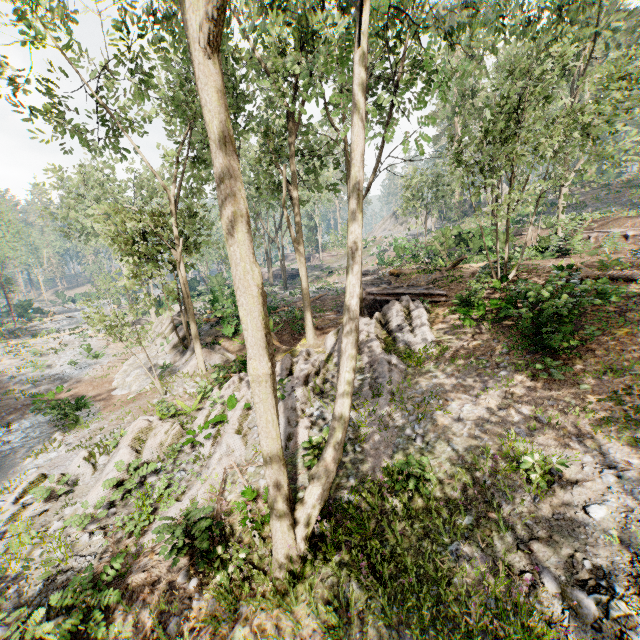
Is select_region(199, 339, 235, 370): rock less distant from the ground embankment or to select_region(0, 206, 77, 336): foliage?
select_region(0, 206, 77, 336): foliage

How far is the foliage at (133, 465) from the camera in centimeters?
901cm

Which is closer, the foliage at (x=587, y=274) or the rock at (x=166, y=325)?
the foliage at (x=587, y=274)

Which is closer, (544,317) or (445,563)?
(445,563)

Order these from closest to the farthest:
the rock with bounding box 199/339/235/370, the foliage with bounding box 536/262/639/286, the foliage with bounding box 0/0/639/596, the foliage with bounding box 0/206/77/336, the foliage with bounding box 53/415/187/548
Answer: the foliage with bounding box 0/0/639/596 < the foliage with bounding box 53/415/187/548 < the foliage with bounding box 536/262/639/286 < the rock with bounding box 199/339/235/370 < the foliage with bounding box 0/206/77/336
